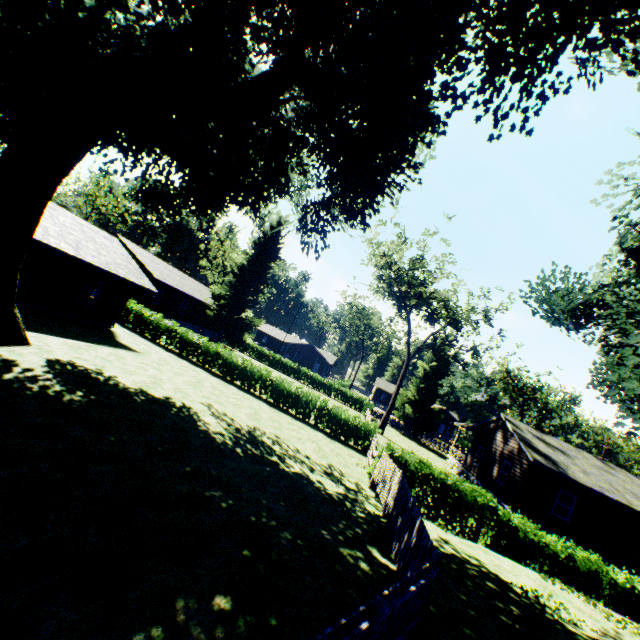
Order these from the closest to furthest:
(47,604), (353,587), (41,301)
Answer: (47,604) → (353,587) → (41,301)

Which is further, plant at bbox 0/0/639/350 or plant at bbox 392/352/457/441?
plant at bbox 392/352/457/441

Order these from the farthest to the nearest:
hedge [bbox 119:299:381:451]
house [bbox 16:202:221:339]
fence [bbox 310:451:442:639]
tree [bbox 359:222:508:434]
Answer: tree [bbox 359:222:508:434] → hedge [bbox 119:299:381:451] → house [bbox 16:202:221:339] → fence [bbox 310:451:442:639]

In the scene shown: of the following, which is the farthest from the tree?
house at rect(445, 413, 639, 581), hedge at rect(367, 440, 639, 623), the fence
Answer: hedge at rect(367, 440, 639, 623)

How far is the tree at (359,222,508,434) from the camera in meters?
31.2 m

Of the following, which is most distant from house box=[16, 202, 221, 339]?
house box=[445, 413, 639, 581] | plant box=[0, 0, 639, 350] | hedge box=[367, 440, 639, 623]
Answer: house box=[445, 413, 639, 581]

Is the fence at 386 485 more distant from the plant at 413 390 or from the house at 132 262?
the house at 132 262

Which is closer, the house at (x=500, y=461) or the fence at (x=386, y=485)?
the fence at (x=386, y=485)
